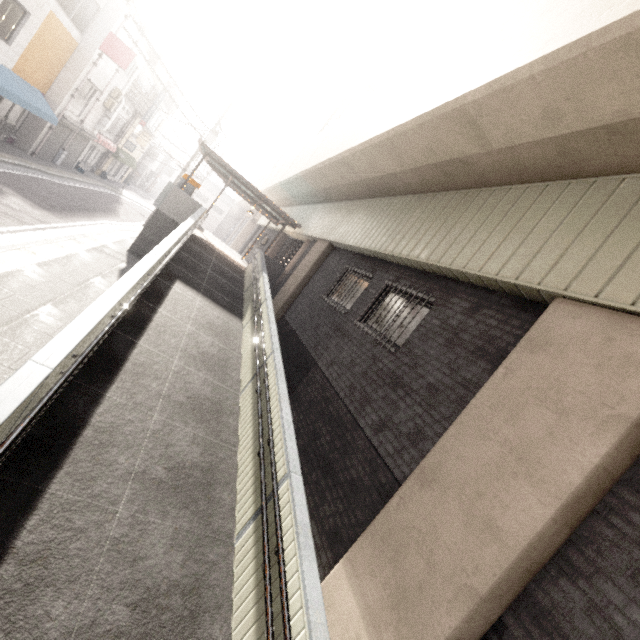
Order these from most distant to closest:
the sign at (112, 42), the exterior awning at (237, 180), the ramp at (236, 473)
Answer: the sign at (112, 42)
the exterior awning at (237, 180)
the ramp at (236, 473)

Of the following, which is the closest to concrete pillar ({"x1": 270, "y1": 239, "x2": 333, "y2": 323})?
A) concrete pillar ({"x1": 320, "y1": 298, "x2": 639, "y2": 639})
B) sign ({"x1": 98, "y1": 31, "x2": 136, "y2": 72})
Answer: concrete pillar ({"x1": 320, "y1": 298, "x2": 639, "y2": 639})

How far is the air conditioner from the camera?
19.83m

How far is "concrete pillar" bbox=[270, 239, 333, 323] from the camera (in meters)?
11.92

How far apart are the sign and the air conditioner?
3.8m

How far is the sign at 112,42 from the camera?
16.14m

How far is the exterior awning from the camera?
13.6m

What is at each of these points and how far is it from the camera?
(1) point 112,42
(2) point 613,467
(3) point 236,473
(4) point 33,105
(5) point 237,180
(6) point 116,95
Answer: (1) sign, 16.2 meters
(2) concrete pillar, 2.9 meters
(3) ramp, 5.1 meters
(4) awning, 13.9 meters
(5) exterior awning, 14.2 meters
(6) air conditioner, 19.9 meters
